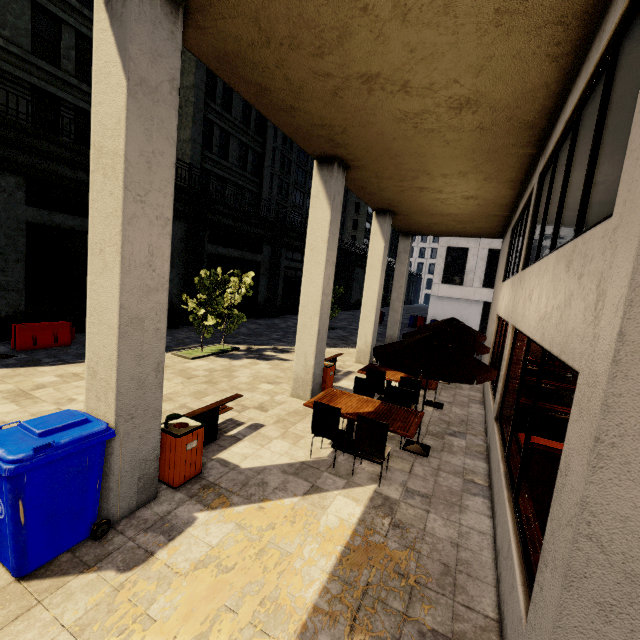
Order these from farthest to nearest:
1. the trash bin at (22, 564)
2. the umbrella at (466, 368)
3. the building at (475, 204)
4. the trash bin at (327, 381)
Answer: the trash bin at (327, 381) → the umbrella at (466, 368) → the trash bin at (22, 564) → the building at (475, 204)

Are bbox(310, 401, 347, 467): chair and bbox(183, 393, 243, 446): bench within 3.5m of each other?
yes

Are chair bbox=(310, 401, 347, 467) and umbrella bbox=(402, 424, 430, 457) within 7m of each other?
yes

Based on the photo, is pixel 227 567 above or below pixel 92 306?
below

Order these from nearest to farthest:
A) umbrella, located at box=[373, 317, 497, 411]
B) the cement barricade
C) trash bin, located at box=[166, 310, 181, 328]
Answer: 1. umbrella, located at box=[373, 317, 497, 411]
2. the cement barricade
3. trash bin, located at box=[166, 310, 181, 328]

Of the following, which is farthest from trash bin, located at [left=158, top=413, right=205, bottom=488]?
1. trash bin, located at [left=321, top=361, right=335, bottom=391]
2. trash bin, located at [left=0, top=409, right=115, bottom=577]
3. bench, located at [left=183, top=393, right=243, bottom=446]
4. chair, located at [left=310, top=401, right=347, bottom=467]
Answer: trash bin, located at [left=321, top=361, right=335, bottom=391]

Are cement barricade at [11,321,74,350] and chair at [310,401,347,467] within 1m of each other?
no

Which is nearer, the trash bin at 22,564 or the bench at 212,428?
the trash bin at 22,564
